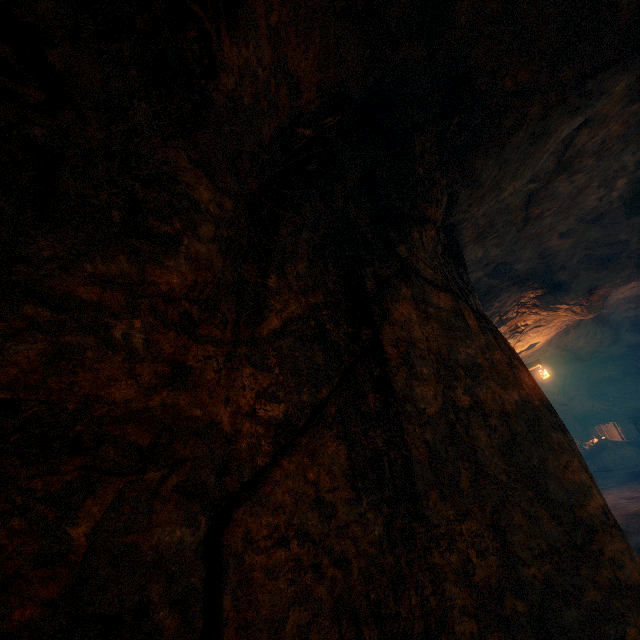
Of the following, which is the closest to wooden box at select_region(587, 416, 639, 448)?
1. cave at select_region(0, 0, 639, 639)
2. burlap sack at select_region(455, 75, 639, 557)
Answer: burlap sack at select_region(455, 75, 639, 557)

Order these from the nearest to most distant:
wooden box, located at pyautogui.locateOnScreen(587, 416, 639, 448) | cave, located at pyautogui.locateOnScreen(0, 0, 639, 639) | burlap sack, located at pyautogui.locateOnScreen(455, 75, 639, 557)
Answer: cave, located at pyautogui.locateOnScreen(0, 0, 639, 639) → burlap sack, located at pyautogui.locateOnScreen(455, 75, 639, 557) → wooden box, located at pyautogui.locateOnScreen(587, 416, 639, 448)

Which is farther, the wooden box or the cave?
the wooden box

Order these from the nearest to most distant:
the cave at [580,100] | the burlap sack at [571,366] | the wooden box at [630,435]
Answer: the cave at [580,100] < the burlap sack at [571,366] < the wooden box at [630,435]

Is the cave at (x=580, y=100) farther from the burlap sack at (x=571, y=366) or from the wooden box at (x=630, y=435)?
the wooden box at (x=630, y=435)

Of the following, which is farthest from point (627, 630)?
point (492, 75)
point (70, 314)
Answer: point (492, 75)

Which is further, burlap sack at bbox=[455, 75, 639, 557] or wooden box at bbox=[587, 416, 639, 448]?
wooden box at bbox=[587, 416, 639, 448]
